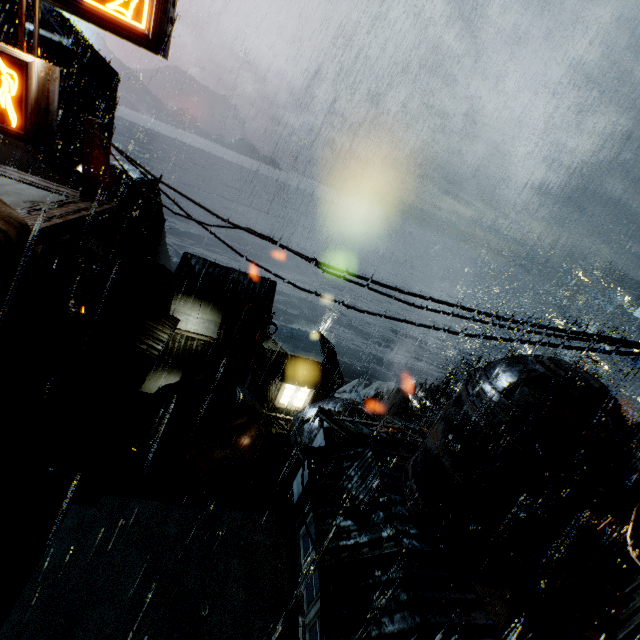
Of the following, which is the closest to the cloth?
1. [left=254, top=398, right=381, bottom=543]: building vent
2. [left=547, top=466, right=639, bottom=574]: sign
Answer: [left=254, top=398, right=381, bottom=543]: building vent

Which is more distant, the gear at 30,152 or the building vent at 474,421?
the gear at 30,152

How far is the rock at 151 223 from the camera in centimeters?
4373cm

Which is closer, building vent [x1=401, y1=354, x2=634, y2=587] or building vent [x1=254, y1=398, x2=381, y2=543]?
building vent [x1=401, y1=354, x2=634, y2=587]

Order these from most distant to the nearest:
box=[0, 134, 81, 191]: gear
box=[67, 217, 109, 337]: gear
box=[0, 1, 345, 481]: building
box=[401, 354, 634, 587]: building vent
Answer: box=[67, 217, 109, 337]: gear → box=[0, 134, 81, 191]: gear → box=[0, 1, 345, 481]: building → box=[401, 354, 634, 587]: building vent

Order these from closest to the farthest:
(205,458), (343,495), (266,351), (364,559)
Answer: (364,559) → (343,495) → (205,458) → (266,351)

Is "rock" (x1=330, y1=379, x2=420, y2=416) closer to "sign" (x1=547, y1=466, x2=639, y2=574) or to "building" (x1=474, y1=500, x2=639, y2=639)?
"building" (x1=474, y1=500, x2=639, y2=639)

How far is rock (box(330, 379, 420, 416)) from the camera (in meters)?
52.78
